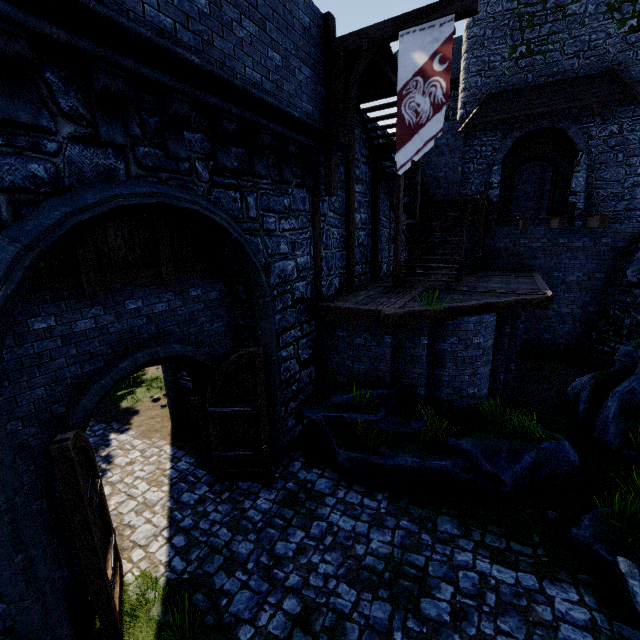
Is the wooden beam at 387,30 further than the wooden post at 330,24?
No

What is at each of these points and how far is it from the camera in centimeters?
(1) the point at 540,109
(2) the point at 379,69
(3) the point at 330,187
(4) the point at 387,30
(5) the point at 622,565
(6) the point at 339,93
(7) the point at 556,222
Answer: (1) awning, 1319cm
(2) walkway, 810cm
(3) wooden post, 851cm
(4) wooden beam, 699cm
(5) stairs, 486cm
(6) wooden support, 779cm
(7) walkway, 1240cm

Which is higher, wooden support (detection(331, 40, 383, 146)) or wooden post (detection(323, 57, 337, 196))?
wooden support (detection(331, 40, 383, 146))

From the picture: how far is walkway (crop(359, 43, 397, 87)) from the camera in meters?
7.7 m

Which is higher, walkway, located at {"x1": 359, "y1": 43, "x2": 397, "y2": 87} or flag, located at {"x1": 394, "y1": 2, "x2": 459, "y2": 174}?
walkway, located at {"x1": 359, "y1": 43, "x2": 397, "y2": 87}

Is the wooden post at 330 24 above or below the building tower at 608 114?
above

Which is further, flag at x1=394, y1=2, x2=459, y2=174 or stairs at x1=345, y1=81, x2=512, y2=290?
stairs at x1=345, y1=81, x2=512, y2=290

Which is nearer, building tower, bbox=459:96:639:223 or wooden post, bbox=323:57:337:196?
wooden post, bbox=323:57:337:196
